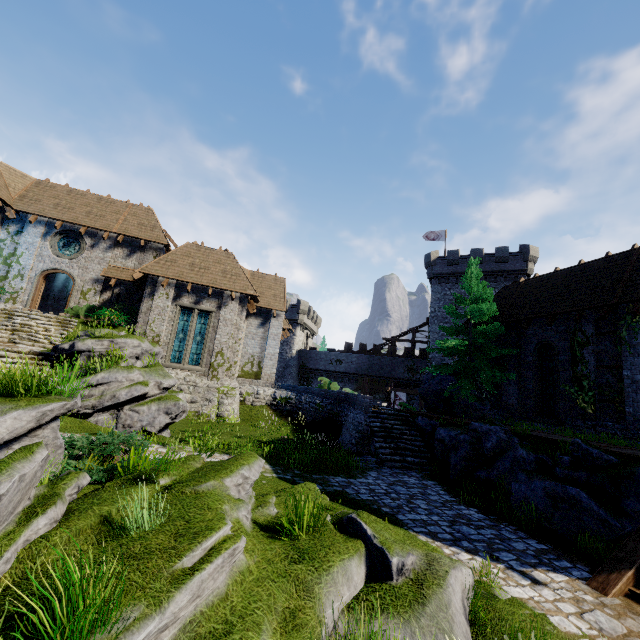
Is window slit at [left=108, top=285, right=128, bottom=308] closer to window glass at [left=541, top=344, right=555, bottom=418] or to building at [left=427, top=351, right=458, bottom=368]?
window glass at [left=541, top=344, right=555, bottom=418]

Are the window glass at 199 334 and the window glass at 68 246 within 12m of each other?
yes

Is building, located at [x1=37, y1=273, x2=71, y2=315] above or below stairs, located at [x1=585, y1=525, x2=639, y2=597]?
above

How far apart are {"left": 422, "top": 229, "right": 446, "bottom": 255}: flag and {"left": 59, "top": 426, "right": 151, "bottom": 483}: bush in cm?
3999

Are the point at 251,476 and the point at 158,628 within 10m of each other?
yes

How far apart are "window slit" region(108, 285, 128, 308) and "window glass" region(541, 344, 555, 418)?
25.3m

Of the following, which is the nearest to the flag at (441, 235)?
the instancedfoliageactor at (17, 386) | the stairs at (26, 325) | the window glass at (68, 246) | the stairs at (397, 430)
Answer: the stairs at (397, 430)

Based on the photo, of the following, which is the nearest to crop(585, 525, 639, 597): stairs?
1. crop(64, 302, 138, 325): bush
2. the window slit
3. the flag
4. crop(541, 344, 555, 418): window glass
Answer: crop(541, 344, 555, 418): window glass
